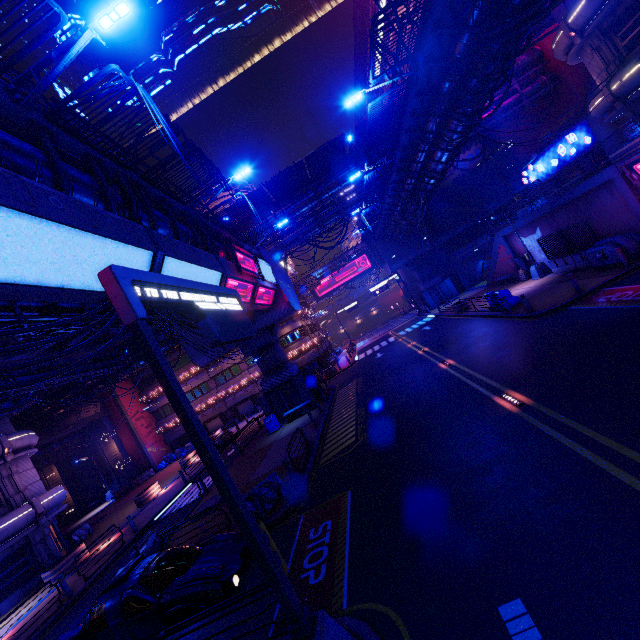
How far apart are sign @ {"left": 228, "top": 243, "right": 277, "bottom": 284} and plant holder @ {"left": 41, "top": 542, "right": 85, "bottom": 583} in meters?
19.2 m

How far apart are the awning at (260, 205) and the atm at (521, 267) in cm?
2274

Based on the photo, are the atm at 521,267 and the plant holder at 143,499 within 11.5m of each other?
no

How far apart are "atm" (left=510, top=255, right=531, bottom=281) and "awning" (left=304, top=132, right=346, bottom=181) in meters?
18.1

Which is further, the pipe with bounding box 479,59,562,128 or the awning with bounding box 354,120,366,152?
the pipe with bounding box 479,59,562,128

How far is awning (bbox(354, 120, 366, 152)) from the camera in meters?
28.5

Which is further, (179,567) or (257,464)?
(257,464)

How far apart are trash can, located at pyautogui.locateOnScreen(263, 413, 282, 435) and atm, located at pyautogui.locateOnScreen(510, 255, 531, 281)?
22.8m
